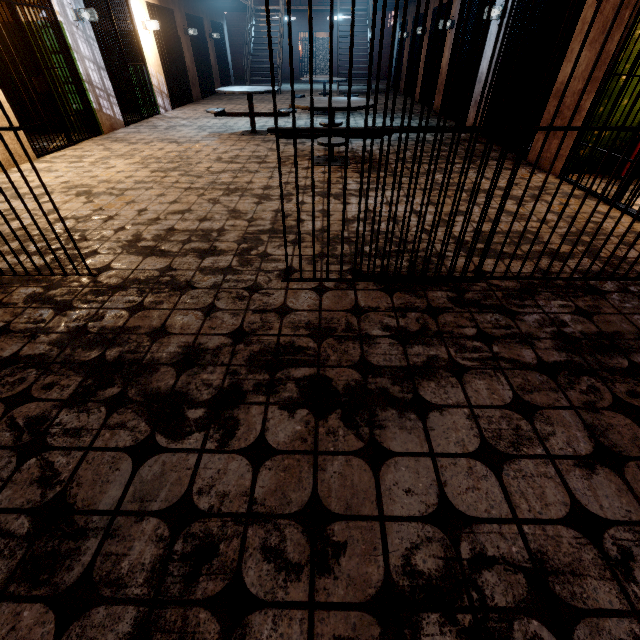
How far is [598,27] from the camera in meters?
3.8 m

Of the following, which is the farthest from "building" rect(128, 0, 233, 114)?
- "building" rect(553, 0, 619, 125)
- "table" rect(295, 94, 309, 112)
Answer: "building" rect(553, 0, 619, 125)

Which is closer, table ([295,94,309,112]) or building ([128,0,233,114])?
table ([295,94,309,112])

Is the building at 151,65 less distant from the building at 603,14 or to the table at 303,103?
the table at 303,103

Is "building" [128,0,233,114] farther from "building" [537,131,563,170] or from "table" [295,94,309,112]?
"building" [537,131,563,170]

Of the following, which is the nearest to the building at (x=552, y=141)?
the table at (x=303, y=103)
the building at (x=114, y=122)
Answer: the table at (x=303, y=103)

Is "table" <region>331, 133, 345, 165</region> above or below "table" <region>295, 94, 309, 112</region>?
below
